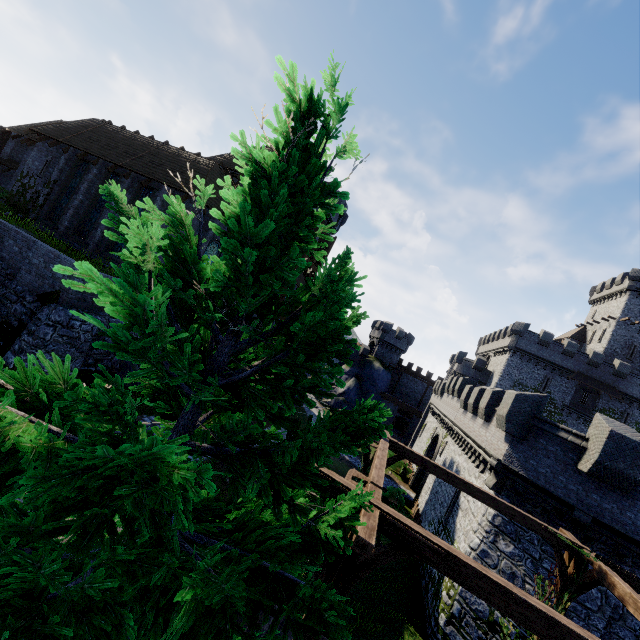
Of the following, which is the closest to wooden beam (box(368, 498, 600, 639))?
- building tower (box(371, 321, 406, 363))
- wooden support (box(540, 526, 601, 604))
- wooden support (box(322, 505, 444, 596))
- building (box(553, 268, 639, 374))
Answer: wooden support (box(322, 505, 444, 596))

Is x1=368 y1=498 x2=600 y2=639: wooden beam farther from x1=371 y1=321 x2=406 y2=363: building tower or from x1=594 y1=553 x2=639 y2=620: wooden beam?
x1=371 y1=321 x2=406 y2=363: building tower

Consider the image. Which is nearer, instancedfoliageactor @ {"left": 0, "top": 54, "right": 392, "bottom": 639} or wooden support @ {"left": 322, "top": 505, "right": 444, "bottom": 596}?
instancedfoliageactor @ {"left": 0, "top": 54, "right": 392, "bottom": 639}

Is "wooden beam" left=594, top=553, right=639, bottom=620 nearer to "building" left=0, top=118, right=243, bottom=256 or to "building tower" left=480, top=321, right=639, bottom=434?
"building" left=0, top=118, right=243, bottom=256

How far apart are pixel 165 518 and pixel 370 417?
1.49m

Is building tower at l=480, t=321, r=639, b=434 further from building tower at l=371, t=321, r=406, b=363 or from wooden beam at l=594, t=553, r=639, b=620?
wooden beam at l=594, t=553, r=639, b=620

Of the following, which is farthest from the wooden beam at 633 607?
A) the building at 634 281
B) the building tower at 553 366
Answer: the building at 634 281

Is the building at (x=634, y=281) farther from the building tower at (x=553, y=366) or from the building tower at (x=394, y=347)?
the building tower at (x=394, y=347)
